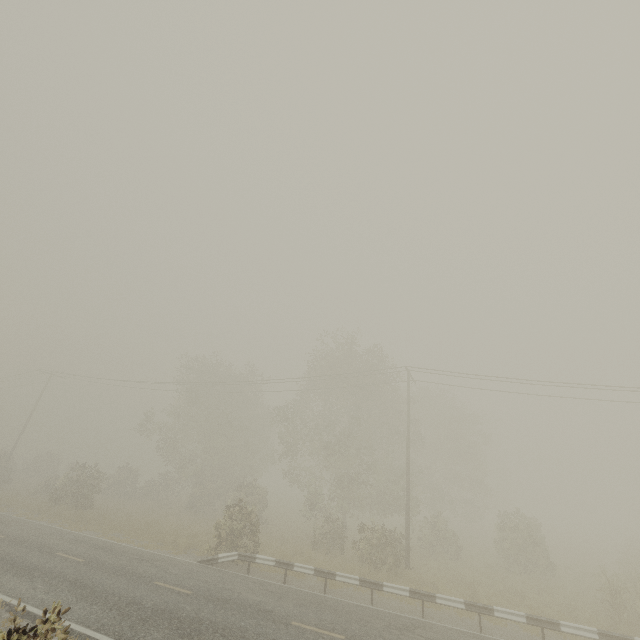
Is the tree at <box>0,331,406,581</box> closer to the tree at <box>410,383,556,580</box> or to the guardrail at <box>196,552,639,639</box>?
the tree at <box>410,383,556,580</box>

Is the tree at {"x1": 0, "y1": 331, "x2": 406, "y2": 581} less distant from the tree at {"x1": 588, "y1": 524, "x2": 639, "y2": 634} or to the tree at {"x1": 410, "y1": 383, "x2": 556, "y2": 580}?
the tree at {"x1": 410, "y1": 383, "x2": 556, "y2": 580}

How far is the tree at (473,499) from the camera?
21.2m

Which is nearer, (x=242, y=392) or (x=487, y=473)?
(x=242, y=392)

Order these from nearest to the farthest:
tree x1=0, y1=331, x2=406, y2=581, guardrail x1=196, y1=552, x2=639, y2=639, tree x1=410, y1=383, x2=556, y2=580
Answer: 1. guardrail x1=196, y1=552, x2=639, y2=639
2. tree x1=0, y1=331, x2=406, y2=581
3. tree x1=410, y1=383, x2=556, y2=580

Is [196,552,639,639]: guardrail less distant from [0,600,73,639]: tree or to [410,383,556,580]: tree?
[0,600,73,639]: tree

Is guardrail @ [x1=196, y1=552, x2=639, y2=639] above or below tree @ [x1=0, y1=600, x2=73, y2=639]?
below

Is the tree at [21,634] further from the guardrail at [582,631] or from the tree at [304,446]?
the tree at [304,446]
